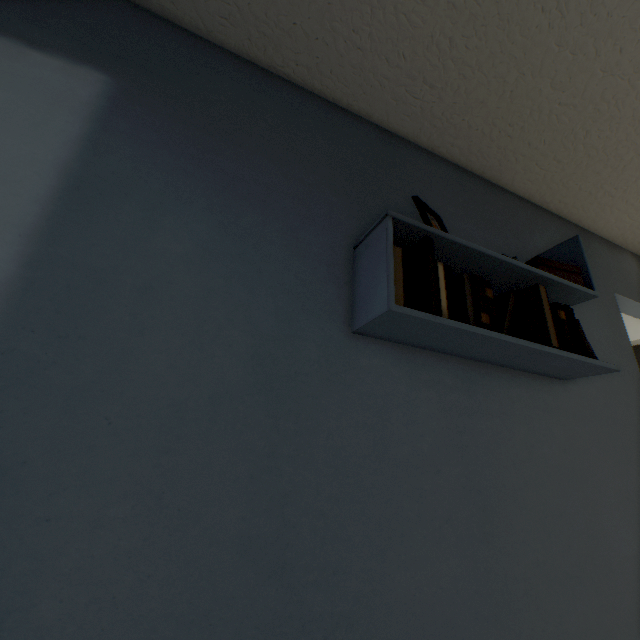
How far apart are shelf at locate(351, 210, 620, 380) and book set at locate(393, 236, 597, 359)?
0.01m

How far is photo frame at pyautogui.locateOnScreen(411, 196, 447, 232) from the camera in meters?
1.1

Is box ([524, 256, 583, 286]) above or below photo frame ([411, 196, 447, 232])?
below

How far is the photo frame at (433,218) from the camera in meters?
1.1 m

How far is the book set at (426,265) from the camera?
0.9 meters

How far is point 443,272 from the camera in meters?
1.0

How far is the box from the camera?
1.2 meters

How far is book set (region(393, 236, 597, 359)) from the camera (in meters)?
0.89
